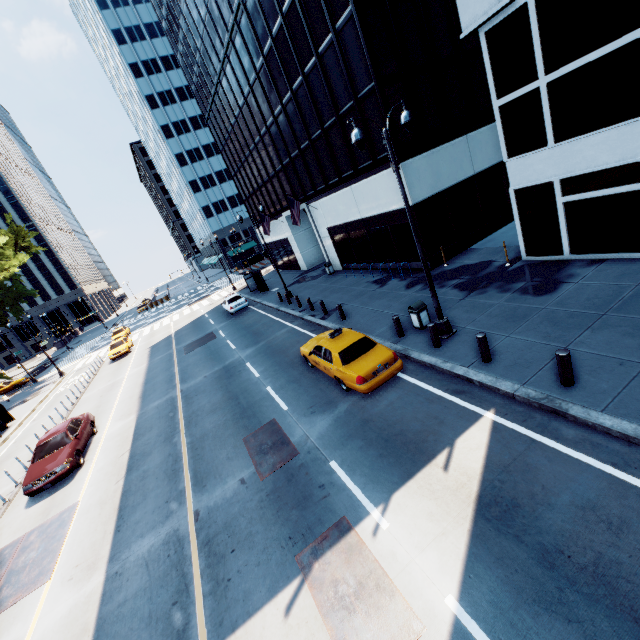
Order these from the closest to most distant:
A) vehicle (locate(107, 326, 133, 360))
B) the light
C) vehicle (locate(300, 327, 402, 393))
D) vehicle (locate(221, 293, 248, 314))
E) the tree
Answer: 1. the light
2. vehicle (locate(300, 327, 402, 393))
3. vehicle (locate(221, 293, 248, 314))
4. vehicle (locate(107, 326, 133, 360))
5. the tree

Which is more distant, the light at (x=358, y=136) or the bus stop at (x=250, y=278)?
the bus stop at (x=250, y=278)

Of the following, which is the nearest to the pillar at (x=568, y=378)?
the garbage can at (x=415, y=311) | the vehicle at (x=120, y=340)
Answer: the garbage can at (x=415, y=311)

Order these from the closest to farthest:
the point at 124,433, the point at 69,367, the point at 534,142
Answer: the point at 534,142
the point at 124,433
the point at 69,367

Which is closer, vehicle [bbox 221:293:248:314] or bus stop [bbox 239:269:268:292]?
vehicle [bbox 221:293:248:314]

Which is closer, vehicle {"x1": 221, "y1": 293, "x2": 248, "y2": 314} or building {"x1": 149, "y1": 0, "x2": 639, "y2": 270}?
building {"x1": 149, "y1": 0, "x2": 639, "y2": 270}

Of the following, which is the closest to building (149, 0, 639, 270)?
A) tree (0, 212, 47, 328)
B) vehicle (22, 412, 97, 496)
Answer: vehicle (22, 412, 97, 496)

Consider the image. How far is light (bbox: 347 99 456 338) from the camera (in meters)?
8.91
